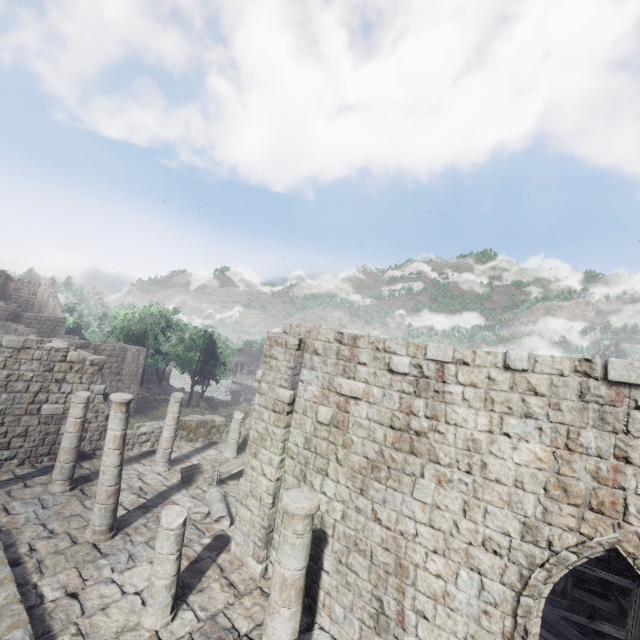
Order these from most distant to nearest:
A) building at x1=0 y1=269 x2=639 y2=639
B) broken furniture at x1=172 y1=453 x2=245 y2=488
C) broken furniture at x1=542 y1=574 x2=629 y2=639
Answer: broken furniture at x1=172 y1=453 x2=245 y2=488
broken furniture at x1=542 y1=574 x2=629 y2=639
building at x1=0 y1=269 x2=639 y2=639

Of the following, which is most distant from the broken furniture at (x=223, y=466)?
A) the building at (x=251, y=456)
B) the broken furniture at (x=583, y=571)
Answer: the broken furniture at (x=583, y=571)

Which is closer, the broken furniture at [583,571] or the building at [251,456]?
the building at [251,456]

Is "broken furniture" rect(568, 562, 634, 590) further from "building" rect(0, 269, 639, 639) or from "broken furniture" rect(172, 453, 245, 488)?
"broken furniture" rect(172, 453, 245, 488)

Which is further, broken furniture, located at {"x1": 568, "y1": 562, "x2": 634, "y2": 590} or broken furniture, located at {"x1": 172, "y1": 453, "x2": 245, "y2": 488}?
broken furniture, located at {"x1": 172, "y1": 453, "x2": 245, "y2": 488}

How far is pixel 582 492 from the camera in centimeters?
518cm
